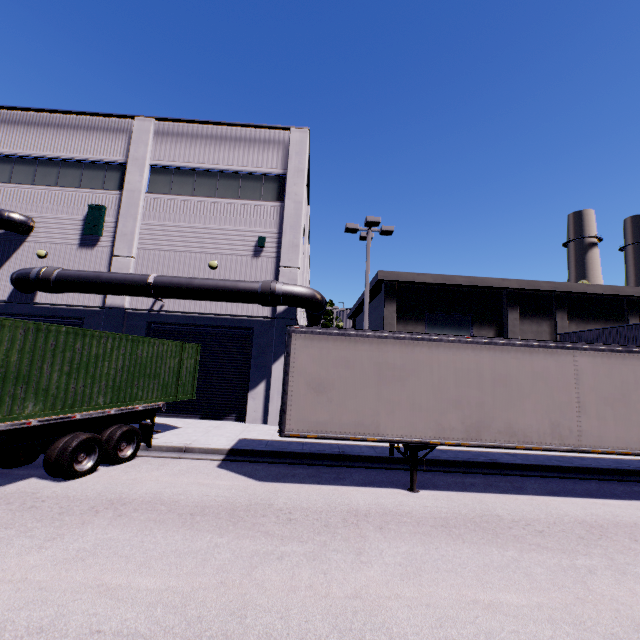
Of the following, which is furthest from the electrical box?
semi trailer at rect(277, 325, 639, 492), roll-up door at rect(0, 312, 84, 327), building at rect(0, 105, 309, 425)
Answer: semi trailer at rect(277, 325, 639, 492)

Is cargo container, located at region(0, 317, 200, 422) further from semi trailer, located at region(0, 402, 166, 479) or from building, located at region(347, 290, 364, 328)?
building, located at region(347, 290, 364, 328)

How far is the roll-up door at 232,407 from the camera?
14.93m

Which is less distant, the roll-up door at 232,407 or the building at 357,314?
the roll-up door at 232,407

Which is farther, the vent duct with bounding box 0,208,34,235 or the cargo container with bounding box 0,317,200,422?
the vent duct with bounding box 0,208,34,235

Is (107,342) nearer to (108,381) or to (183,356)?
(108,381)

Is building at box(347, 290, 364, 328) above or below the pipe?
above

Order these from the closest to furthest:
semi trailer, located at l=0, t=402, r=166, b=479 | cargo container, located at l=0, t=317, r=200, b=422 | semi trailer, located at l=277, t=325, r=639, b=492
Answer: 1. cargo container, located at l=0, t=317, r=200, b=422
2. semi trailer, located at l=0, t=402, r=166, b=479
3. semi trailer, located at l=277, t=325, r=639, b=492
